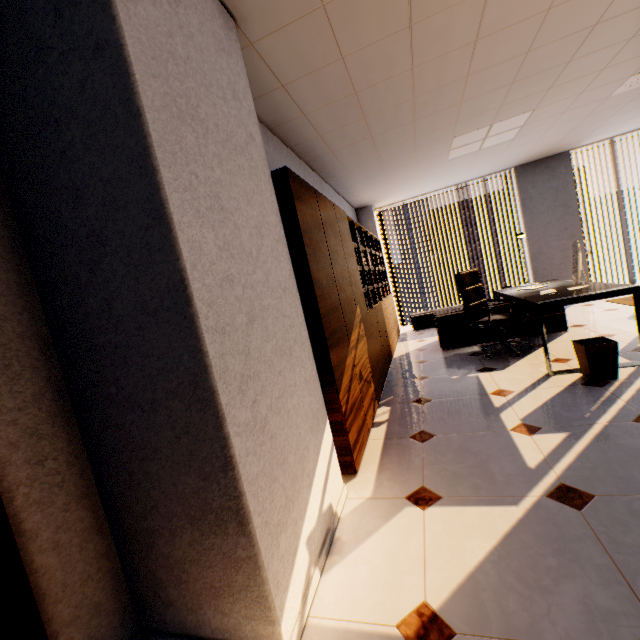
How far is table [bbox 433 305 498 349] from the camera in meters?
4.9 m

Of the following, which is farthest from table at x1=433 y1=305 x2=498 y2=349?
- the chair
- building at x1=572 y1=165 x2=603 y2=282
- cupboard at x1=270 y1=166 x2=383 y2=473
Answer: building at x1=572 y1=165 x2=603 y2=282

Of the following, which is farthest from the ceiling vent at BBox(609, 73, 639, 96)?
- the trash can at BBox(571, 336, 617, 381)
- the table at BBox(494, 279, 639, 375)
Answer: the trash can at BBox(571, 336, 617, 381)

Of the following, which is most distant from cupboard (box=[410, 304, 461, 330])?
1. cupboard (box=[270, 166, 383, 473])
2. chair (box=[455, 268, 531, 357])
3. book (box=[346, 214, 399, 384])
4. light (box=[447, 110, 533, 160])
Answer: cupboard (box=[270, 166, 383, 473])

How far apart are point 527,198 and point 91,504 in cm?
835

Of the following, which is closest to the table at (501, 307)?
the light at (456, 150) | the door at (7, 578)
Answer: the light at (456, 150)

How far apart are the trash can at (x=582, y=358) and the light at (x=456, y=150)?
3.05m

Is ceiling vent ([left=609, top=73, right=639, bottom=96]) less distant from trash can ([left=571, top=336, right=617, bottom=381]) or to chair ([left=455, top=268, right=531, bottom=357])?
chair ([left=455, top=268, right=531, bottom=357])
